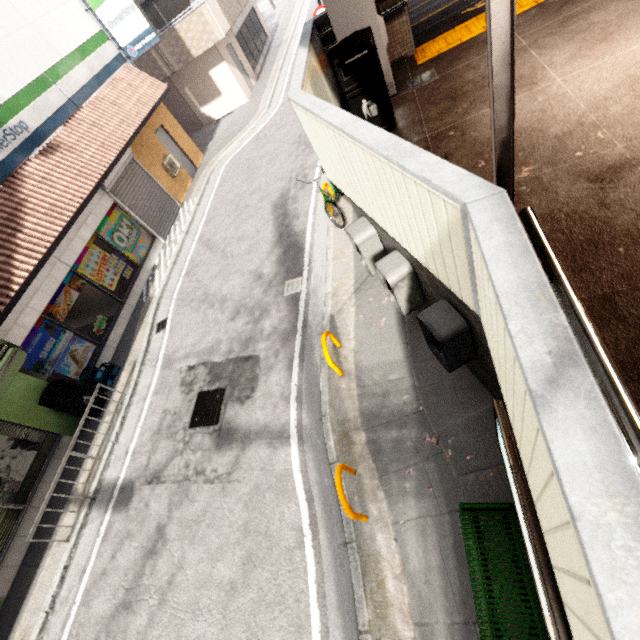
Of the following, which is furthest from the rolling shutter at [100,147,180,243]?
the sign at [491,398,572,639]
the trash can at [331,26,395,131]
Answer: the sign at [491,398,572,639]

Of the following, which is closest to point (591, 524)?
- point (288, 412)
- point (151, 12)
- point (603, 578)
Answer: point (603, 578)

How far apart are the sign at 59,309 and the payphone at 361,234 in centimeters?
835cm

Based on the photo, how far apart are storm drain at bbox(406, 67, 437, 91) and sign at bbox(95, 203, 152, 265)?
9.3m

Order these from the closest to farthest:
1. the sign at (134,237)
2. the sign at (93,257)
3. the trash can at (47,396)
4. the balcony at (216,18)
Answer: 1. the trash can at (47,396)
2. the sign at (93,257)
3. the sign at (134,237)
4. the balcony at (216,18)

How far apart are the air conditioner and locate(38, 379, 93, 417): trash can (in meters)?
8.97

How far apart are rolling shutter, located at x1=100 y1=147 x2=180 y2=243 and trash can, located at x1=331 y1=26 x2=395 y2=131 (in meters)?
8.73

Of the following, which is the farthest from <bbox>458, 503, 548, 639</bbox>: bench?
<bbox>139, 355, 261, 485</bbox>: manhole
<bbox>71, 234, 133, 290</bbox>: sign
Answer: <bbox>71, 234, 133, 290</bbox>: sign
